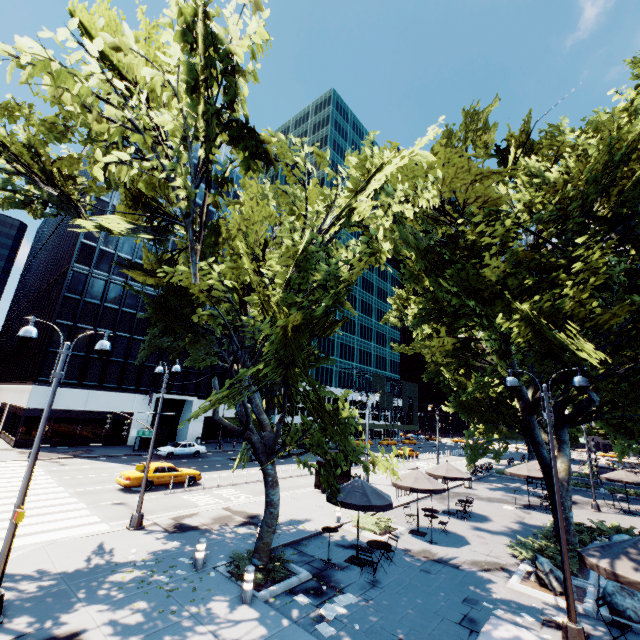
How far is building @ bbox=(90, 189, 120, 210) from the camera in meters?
39.3 m

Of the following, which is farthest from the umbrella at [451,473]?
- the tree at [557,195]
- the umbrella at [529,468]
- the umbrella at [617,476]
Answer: the umbrella at [617,476]

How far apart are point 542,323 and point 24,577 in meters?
17.4

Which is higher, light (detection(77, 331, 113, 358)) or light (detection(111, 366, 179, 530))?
light (detection(77, 331, 113, 358))

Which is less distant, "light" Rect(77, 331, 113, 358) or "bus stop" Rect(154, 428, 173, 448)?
"light" Rect(77, 331, 113, 358)

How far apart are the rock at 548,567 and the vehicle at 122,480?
19.9 meters

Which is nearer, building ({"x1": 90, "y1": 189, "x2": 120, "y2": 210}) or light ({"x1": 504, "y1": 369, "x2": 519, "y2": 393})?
light ({"x1": 504, "y1": 369, "x2": 519, "y2": 393})

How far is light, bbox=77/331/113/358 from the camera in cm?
1019
